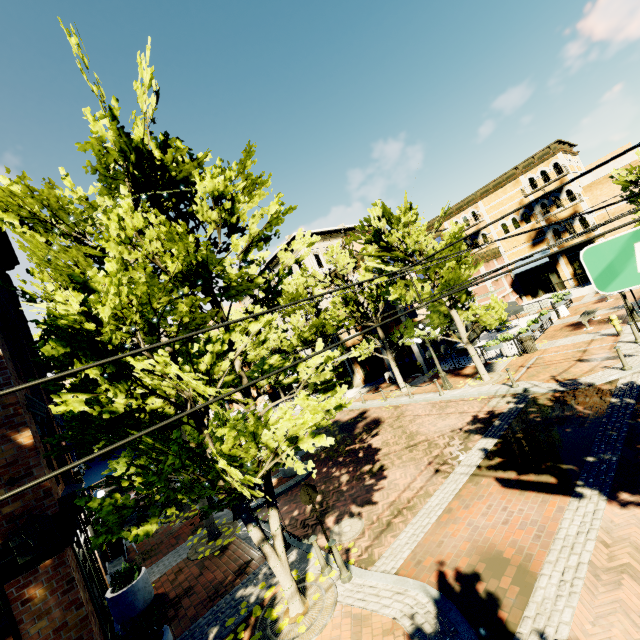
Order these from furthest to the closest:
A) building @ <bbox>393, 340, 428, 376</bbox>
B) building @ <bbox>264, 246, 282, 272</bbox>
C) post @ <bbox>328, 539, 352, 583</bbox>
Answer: building @ <bbox>264, 246, 282, 272</bbox> → building @ <bbox>393, 340, 428, 376</bbox> → post @ <bbox>328, 539, 352, 583</bbox>

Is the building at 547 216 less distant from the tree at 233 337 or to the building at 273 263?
the building at 273 263

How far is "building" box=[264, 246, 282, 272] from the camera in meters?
30.0 m

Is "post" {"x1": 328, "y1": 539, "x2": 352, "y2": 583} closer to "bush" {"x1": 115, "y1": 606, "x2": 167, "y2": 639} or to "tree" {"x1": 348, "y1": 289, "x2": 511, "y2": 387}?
"tree" {"x1": 348, "y1": 289, "x2": 511, "y2": 387}

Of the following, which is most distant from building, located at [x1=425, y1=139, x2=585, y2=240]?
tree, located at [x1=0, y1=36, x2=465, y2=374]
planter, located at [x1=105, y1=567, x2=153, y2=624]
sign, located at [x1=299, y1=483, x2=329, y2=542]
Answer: planter, located at [x1=105, y1=567, x2=153, y2=624]

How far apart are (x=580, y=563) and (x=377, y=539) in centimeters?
423cm

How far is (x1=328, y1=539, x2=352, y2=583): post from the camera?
6.9 meters

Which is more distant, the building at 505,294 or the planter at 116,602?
the building at 505,294
